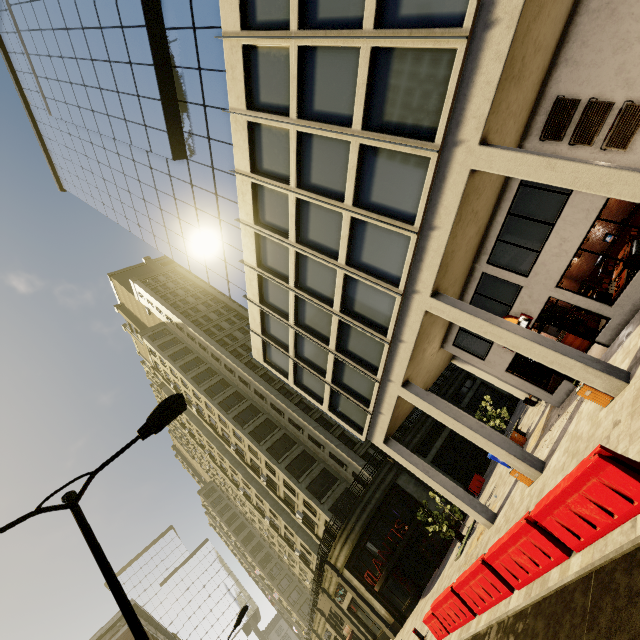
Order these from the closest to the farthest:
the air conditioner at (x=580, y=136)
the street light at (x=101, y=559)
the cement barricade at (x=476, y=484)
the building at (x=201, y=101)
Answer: the street light at (x=101, y=559), the building at (x=201, y=101), the air conditioner at (x=580, y=136), the cement barricade at (x=476, y=484)

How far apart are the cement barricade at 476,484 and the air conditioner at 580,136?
23.8 meters

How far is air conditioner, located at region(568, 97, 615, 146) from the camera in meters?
9.9

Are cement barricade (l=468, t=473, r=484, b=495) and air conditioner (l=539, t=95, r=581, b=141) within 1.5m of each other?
no

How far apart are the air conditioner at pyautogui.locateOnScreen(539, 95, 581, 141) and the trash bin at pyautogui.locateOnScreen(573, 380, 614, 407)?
7.9m

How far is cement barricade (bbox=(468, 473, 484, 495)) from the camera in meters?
24.8

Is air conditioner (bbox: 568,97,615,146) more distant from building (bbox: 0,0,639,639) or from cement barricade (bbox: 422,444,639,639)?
cement barricade (bbox: 422,444,639,639)

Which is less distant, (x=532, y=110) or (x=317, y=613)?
(x=532, y=110)
